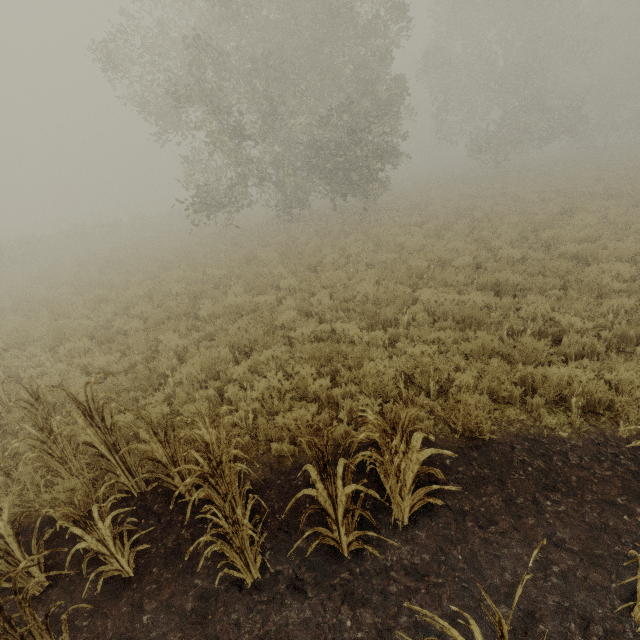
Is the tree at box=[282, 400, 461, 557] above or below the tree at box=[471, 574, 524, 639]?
below

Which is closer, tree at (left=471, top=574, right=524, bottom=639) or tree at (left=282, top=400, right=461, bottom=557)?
tree at (left=471, top=574, right=524, bottom=639)

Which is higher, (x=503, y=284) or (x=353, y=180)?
(x=353, y=180)

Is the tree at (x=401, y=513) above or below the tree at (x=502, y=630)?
below

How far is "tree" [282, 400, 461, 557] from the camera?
2.7m

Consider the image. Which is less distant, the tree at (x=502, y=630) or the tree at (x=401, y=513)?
the tree at (x=502, y=630)
